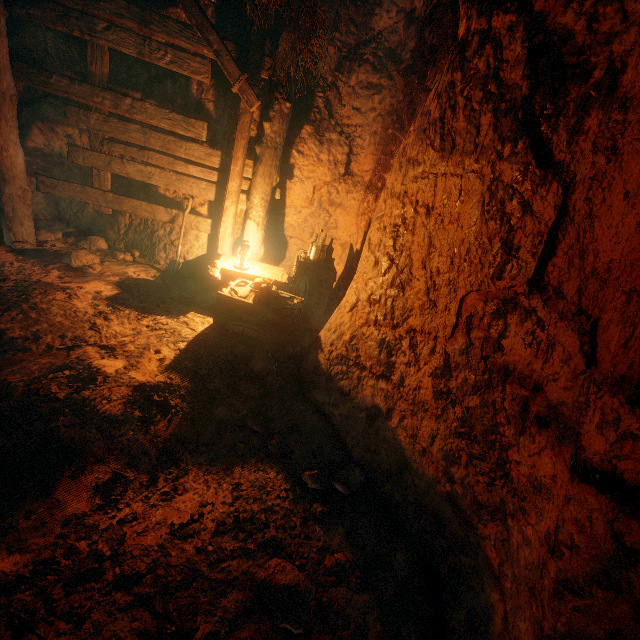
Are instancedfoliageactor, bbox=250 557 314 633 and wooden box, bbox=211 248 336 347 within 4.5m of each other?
yes

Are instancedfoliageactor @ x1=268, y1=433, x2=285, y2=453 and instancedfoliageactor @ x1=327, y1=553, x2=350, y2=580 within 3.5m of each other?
yes

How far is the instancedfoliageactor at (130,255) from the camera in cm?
527

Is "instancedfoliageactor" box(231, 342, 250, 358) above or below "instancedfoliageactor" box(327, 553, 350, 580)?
above

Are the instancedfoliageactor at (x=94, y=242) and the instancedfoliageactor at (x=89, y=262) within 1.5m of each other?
yes

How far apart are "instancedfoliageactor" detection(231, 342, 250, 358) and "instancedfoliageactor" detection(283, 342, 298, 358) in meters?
0.2 m

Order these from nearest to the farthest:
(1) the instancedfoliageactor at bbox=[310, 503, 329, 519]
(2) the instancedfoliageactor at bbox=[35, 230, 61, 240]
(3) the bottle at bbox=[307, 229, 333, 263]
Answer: (1) the instancedfoliageactor at bbox=[310, 503, 329, 519], (3) the bottle at bbox=[307, 229, 333, 263], (2) the instancedfoliageactor at bbox=[35, 230, 61, 240]

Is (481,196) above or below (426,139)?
below
